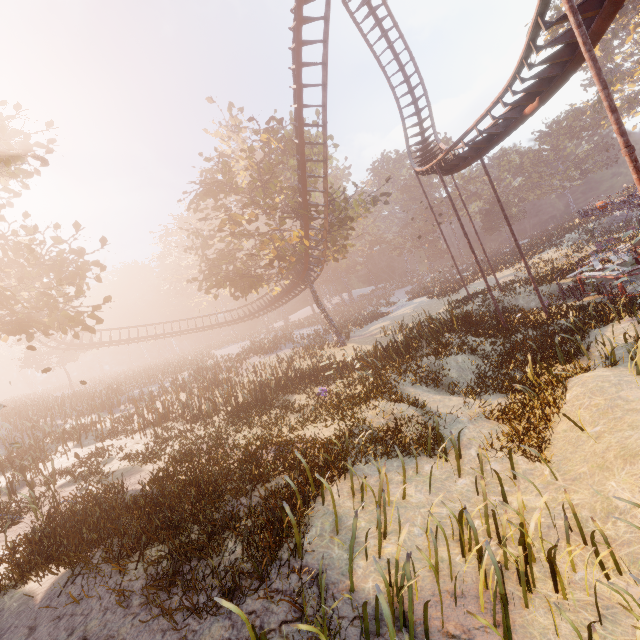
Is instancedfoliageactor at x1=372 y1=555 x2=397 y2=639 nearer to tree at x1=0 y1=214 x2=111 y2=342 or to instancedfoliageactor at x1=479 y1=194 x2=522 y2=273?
tree at x1=0 y1=214 x2=111 y2=342

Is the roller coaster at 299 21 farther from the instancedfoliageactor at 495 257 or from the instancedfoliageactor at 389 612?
the instancedfoliageactor at 495 257

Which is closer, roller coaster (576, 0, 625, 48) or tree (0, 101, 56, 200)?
roller coaster (576, 0, 625, 48)

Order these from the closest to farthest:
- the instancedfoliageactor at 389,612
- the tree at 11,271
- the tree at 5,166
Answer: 1. the instancedfoliageactor at 389,612
2. the tree at 11,271
3. the tree at 5,166

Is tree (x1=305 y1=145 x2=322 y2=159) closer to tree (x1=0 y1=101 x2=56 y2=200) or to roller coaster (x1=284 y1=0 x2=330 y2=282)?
roller coaster (x1=284 y1=0 x2=330 y2=282)

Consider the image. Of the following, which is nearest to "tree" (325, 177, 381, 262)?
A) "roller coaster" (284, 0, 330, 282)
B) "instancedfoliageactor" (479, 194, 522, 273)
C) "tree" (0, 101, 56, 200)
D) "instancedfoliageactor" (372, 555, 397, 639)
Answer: "roller coaster" (284, 0, 330, 282)

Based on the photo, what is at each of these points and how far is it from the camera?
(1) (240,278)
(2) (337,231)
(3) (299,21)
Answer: (1) tree, 23.8m
(2) tree, 26.5m
(3) roller coaster, 15.6m

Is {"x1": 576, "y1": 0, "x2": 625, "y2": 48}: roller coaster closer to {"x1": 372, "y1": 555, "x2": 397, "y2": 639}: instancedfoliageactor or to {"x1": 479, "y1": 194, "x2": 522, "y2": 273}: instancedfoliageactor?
{"x1": 372, "y1": 555, "x2": 397, "y2": 639}: instancedfoliageactor
